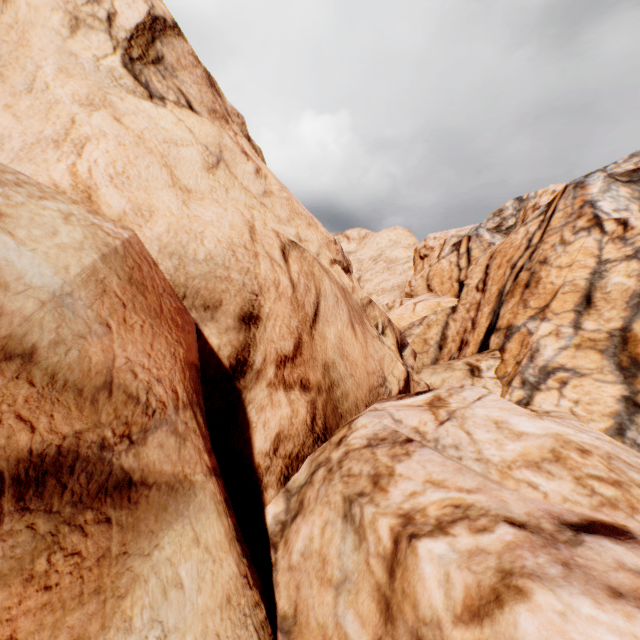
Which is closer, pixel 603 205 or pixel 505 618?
pixel 505 618
